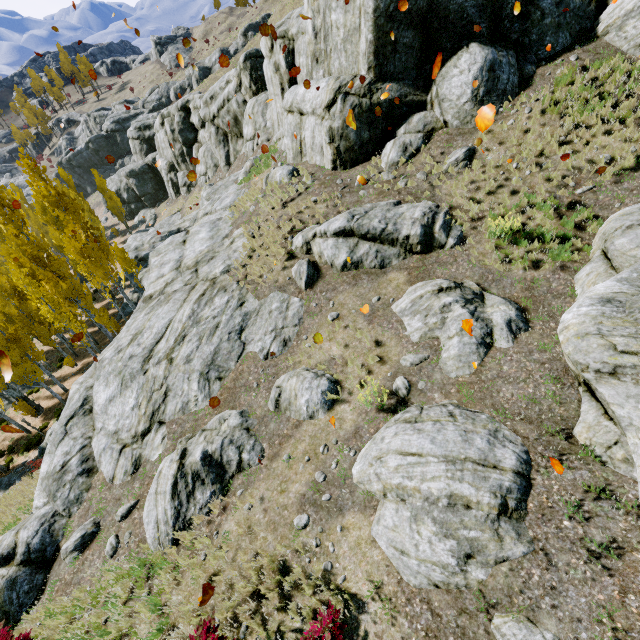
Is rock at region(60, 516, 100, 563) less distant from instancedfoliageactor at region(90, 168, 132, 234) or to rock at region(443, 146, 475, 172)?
rock at region(443, 146, 475, 172)

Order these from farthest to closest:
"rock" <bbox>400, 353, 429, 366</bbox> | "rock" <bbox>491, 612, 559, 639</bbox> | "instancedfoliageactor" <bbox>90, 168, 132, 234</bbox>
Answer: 1. "instancedfoliageactor" <bbox>90, 168, 132, 234</bbox>
2. "rock" <bbox>400, 353, 429, 366</bbox>
3. "rock" <bbox>491, 612, 559, 639</bbox>

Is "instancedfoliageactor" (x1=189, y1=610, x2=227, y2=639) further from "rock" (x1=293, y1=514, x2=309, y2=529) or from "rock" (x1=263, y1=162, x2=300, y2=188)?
"rock" (x1=263, y1=162, x2=300, y2=188)

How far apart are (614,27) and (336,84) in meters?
9.2 m

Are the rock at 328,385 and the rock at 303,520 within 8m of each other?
yes

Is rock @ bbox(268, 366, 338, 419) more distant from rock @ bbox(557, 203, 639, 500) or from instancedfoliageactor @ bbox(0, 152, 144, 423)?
instancedfoliageactor @ bbox(0, 152, 144, 423)

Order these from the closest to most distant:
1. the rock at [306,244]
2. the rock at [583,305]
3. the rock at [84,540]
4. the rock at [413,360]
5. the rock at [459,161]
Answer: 1. the rock at [583,305]
2. the rock at [413,360]
3. the rock at [84,540]
4. the rock at [306,244]
5. the rock at [459,161]

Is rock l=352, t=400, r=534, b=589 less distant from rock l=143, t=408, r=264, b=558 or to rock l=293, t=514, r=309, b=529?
rock l=143, t=408, r=264, b=558
